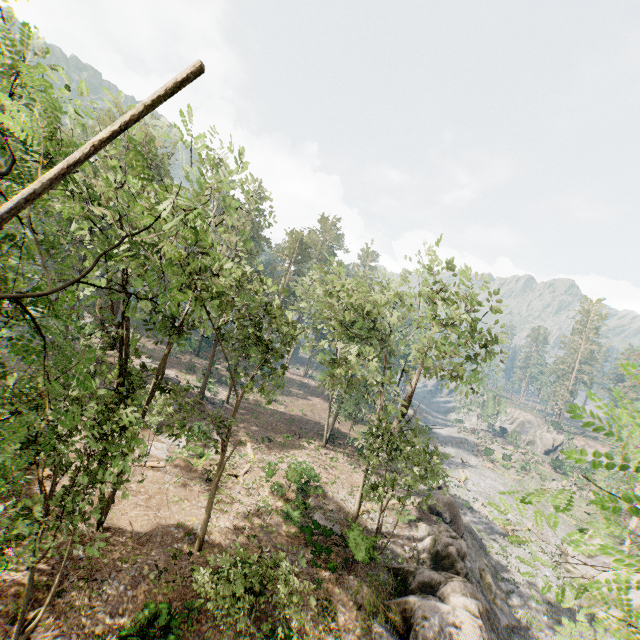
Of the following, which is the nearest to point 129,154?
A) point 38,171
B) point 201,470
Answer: point 38,171

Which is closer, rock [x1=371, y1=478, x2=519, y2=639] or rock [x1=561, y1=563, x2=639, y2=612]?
rock [x1=371, y1=478, x2=519, y2=639]

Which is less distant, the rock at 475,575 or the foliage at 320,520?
the rock at 475,575

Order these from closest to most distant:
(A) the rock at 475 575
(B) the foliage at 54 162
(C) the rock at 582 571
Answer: (B) the foliage at 54 162 < (A) the rock at 475 575 < (C) the rock at 582 571

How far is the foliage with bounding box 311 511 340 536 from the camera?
20.1 meters

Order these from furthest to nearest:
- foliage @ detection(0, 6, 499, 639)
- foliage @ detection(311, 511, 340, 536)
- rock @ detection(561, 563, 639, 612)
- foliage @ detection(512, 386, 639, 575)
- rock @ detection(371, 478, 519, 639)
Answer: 1. rock @ detection(561, 563, 639, 612)
2. foliage @ detection(311, 511, 340, 536)
3. rock @ detection(371, 478, 519, 639)
4. foliage @ detection(0, 6, 499, 639)
5. foliage @ detection(512, 386, 639, 575)

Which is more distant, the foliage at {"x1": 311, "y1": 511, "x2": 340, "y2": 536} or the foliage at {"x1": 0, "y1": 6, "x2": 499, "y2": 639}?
the foliage at {"x1": 311, "y1": 511, "x2": 340, "y2": 536}
